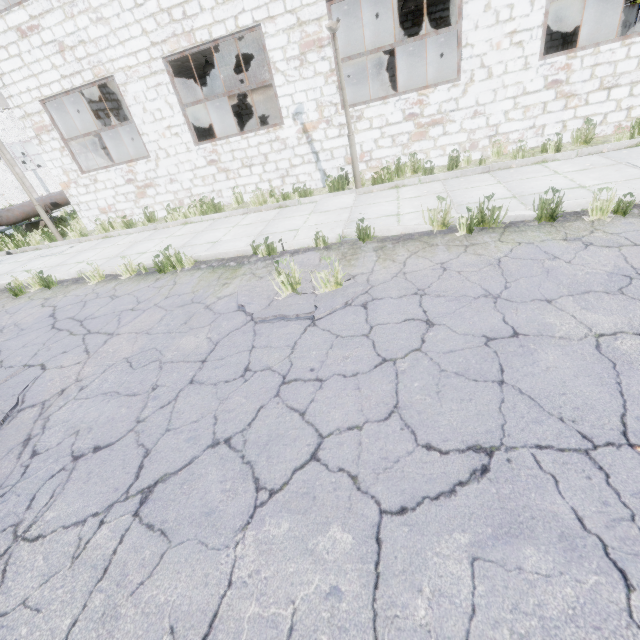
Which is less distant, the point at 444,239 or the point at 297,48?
the point at 444,239

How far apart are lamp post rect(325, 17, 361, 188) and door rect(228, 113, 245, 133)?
11.6m

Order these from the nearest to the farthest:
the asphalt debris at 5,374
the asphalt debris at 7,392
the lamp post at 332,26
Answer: the asphalt debris at 7,392 → the asphalt debris at 5,374 → the lamp post at 332,26

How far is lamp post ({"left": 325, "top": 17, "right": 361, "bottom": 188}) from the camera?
6.3 meters

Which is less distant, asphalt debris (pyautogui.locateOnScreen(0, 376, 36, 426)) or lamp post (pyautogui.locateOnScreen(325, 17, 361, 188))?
asphalt debris (pyautogui.locateOnScreen(0, 376, 36, 426))

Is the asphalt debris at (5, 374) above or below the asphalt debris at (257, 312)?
above

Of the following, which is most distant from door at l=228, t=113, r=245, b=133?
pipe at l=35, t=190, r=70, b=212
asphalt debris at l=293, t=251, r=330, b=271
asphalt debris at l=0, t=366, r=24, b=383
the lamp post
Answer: asphalt debris at l=0, t=366, r=24, b=383

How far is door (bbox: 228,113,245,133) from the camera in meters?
16.5
